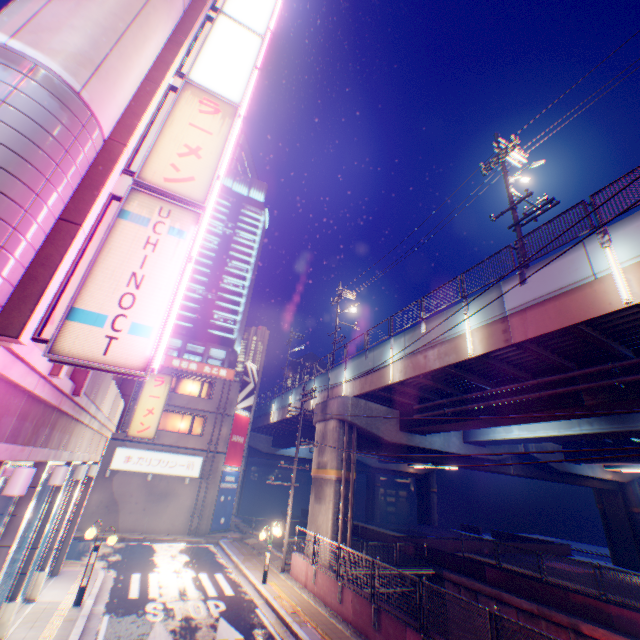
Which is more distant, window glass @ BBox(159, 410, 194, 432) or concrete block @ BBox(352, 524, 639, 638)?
window glass @ BBox(159, 410, 194, 432)

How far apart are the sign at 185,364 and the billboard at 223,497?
7.1 meters

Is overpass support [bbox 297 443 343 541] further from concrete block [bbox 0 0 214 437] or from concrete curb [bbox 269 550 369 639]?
concrete block [bbox 0 0 214 437]

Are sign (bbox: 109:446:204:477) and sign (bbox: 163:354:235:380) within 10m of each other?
yes

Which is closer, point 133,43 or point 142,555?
point 133,43

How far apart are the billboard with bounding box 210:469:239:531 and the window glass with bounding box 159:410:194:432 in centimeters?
318cm

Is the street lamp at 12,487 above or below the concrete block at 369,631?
above

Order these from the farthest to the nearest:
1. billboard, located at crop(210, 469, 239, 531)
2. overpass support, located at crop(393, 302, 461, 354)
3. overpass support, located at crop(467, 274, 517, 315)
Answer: billboard, located at crop(210, 469, 239, 531) < overpass support, located at crop(393, 302, 461, 354) < overpass support, located at crop(467, 274, 517, 315)
